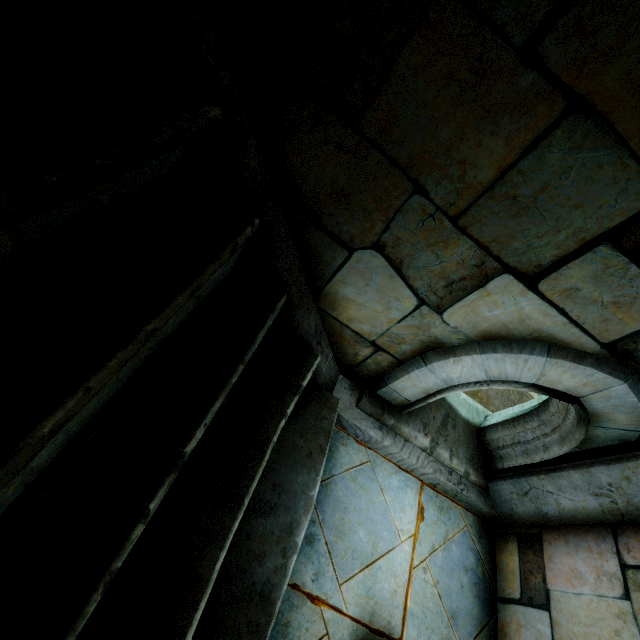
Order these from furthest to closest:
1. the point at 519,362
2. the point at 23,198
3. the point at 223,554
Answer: the point at 519,362 → the point at 223,554 → the point at 23,198
